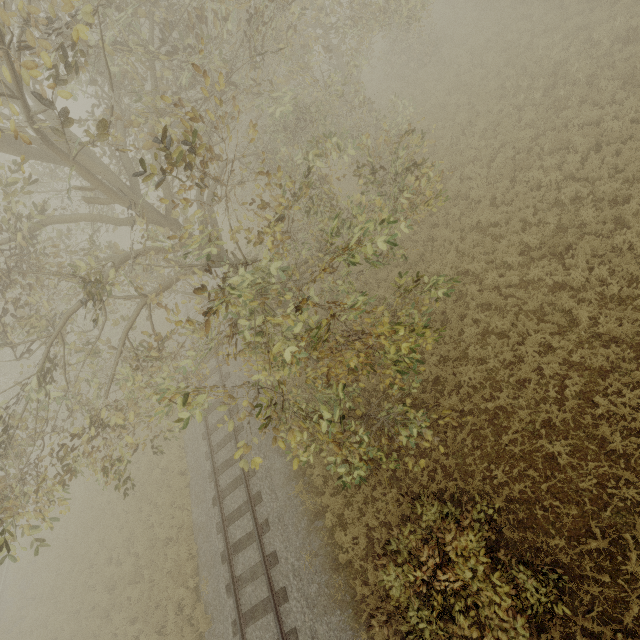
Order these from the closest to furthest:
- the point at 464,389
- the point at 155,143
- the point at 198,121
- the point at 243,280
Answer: the point at 198,121 → the point at 243,280 → the point at 155,143 → the point at 464,389
